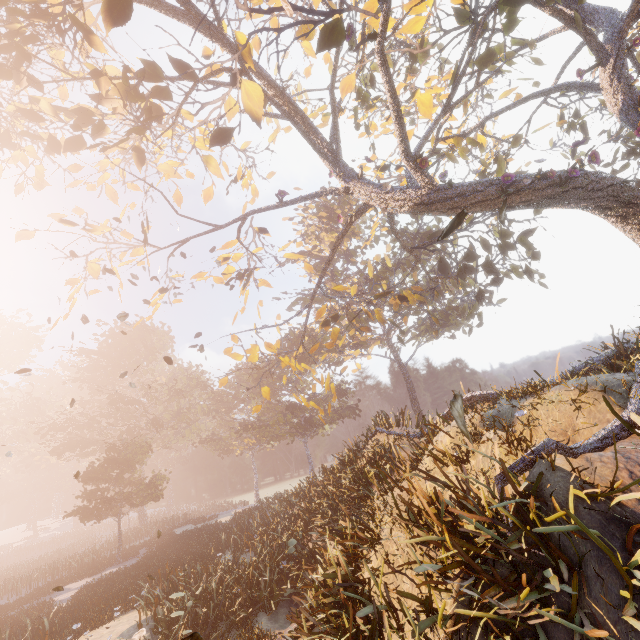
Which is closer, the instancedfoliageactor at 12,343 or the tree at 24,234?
the tree at 24,234

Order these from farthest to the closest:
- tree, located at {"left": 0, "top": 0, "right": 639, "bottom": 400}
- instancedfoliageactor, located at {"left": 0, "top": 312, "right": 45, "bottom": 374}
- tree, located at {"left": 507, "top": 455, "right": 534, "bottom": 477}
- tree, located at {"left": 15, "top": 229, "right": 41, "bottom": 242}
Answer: instancedfoliageactor, located at {"left": 0, "top": 312, "right": 45, "bottom": 374} → tree, located at {"left": 15, "top": 229, "right": 41, "bottom": 242} → tree, located at {"left": 0, "top": 0, "right": 639, "bottom": 400} → tree, located at {"left": 507, "top": 455, "right": 534, "bottom": 477}

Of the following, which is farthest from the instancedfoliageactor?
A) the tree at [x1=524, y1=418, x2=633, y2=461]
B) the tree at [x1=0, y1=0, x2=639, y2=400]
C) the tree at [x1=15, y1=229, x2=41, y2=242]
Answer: the tree at [x1=524, y1=418, x2=633, y2=461]

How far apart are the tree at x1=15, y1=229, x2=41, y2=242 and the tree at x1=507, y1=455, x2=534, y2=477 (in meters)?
14.74

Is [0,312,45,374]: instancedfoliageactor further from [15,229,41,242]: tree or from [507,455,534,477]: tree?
[507,455,534,477]: tree

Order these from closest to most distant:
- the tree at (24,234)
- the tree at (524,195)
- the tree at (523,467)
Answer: the tree at (523,467) < the tree at (524,195) < the tree at (24,234)

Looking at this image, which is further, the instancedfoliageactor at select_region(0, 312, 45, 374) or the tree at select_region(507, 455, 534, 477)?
the instancedfoliageactor at select_region(0, 312, 45, 374)

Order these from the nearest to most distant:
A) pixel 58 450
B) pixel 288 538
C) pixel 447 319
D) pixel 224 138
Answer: pixel 224 138, pixel 288 538, pixel 447 319, pixel 58 450
